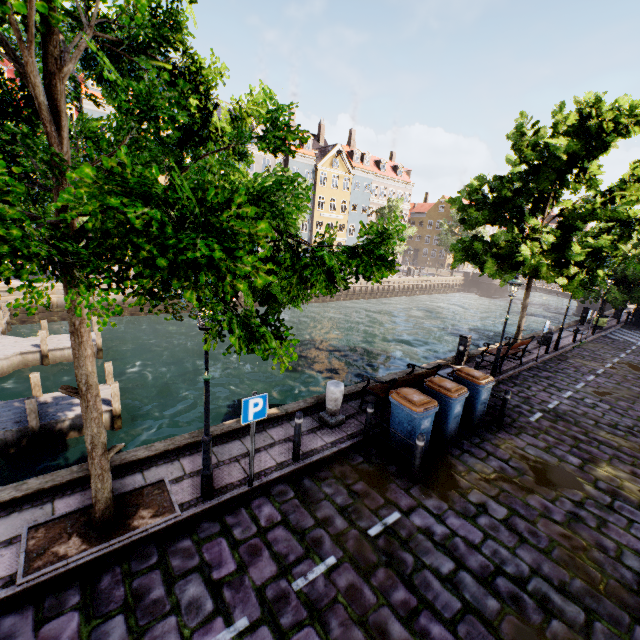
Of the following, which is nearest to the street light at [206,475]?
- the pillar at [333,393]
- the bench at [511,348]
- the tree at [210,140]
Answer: the tree at [210,140]

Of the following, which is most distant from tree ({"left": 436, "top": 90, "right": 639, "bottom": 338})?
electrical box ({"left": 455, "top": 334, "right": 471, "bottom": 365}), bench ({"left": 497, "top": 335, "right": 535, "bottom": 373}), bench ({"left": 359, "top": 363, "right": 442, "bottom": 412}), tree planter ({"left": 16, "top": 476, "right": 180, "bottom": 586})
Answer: bench ({"left": 359, "top": 363, "right": 442, "bottom": 412})

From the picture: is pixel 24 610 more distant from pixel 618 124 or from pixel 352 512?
pixel 618 124

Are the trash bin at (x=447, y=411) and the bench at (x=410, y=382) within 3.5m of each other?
yes

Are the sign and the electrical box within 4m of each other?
no

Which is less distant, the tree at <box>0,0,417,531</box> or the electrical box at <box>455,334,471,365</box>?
the tree at <box>0,0,417,531</box>

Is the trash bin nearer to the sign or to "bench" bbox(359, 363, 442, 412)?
"bench" bbox(359, 363, 442, 412)

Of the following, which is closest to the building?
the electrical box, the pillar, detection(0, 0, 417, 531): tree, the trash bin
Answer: detection(0, 0, 417, 531): tree
